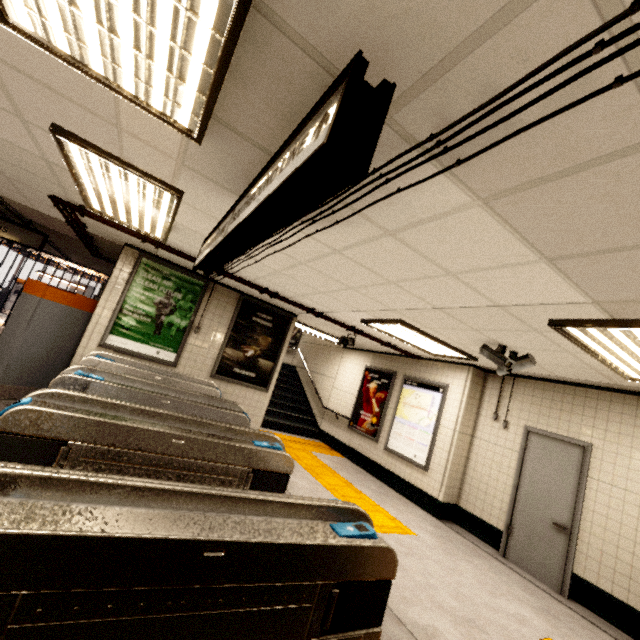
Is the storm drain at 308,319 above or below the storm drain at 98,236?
above

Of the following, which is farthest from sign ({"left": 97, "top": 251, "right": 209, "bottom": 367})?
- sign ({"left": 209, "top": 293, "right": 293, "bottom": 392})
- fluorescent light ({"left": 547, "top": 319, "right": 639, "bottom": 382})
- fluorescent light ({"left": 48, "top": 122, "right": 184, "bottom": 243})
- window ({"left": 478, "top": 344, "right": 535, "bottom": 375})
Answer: fluorescent light ({"left": 547, "top": 319, "right": 639, "bottom": 382})

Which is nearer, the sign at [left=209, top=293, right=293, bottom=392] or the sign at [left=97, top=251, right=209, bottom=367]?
the sign at [left=97, top=251, right=209, bottom=367]

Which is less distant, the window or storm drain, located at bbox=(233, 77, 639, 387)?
storm drain, located at bbox=(233, 77, 639, 387)

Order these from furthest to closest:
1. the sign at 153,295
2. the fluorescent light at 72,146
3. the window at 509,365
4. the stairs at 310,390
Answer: the stairs at 310,390 → the sign at 153,295 → the window at 509,365 → the fluorescent light at 72,146

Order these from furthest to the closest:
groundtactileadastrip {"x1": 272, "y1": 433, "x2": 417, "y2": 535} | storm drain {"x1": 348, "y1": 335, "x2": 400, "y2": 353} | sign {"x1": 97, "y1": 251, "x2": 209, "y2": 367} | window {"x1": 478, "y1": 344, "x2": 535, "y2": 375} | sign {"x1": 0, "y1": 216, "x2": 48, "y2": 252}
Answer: storm drain {"x1": 348, "y1": 335, "x2": 400, "y2": 353} → sign {"x1": 0, "y1": 216, "x2": 48, "y2": 252} → sign {"x1": 97, "y1": 251, "x2": 209, "y2": 367} → groundtactileadastrip {"x1": 272, "y1": 433, "x2": 417, "y2": 535} → window {"x1": 478, "y1": 344, "x2": 535, "y2": 375}

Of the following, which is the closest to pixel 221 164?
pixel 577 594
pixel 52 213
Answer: pixel 52 213

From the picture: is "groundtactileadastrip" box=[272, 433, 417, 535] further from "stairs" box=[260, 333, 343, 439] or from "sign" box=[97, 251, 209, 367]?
"sign" box=[97, 251, 209, 367]
